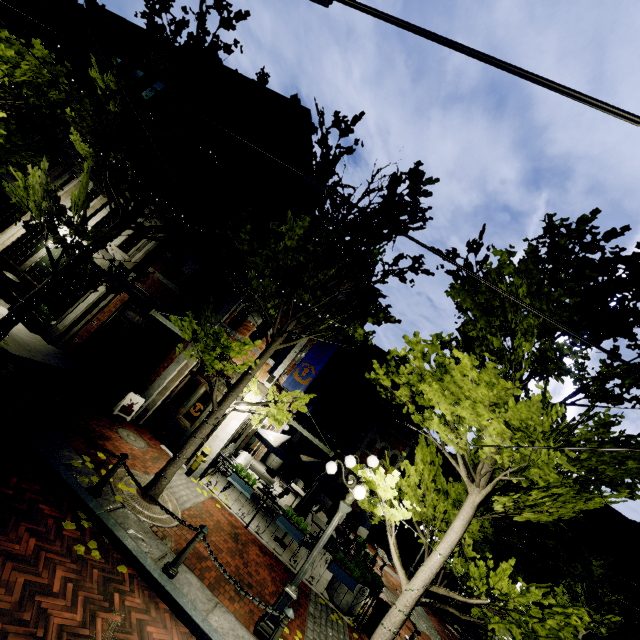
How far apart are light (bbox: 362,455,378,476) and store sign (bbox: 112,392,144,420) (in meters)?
7.01

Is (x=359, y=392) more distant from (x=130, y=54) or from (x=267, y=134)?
(x=130, y=54)

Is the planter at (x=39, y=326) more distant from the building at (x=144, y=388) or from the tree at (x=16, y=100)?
the tree at (x=16, y=100)

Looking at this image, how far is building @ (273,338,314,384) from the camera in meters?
11.1

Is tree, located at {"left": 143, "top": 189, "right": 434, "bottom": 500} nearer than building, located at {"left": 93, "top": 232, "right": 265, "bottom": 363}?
Yes

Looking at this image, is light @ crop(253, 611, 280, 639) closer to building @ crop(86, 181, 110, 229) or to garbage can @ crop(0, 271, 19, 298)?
building @ crop(86, 181, 110, 229)

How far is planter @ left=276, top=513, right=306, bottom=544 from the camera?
9.1m

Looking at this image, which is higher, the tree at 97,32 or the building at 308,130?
the building at 308,130
